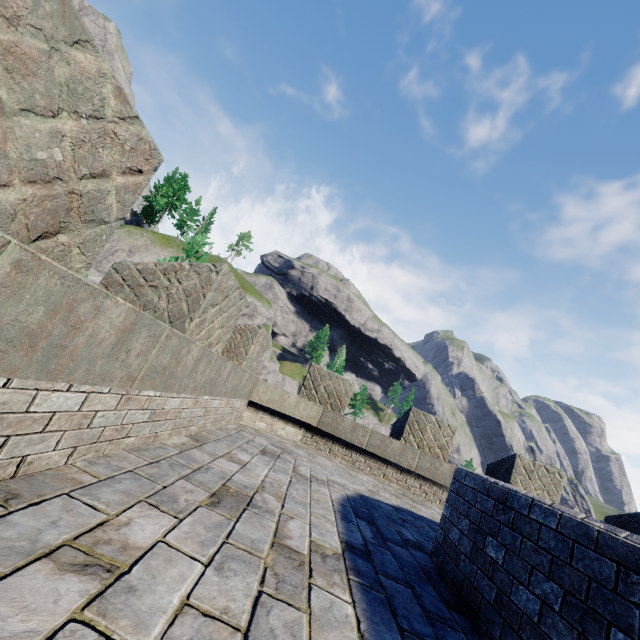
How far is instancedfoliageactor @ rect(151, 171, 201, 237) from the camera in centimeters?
4941cm

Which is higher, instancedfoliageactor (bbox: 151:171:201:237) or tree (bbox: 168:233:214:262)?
instancedfoliageactor (bbox: 151:171:201:237)

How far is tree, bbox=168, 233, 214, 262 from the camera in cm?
895

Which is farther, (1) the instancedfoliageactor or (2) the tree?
(1) the instancedfoliageactor

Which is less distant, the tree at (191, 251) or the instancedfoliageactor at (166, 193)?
the tree at (191, 251)

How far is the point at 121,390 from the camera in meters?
2.3

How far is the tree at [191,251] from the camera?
8.95m
